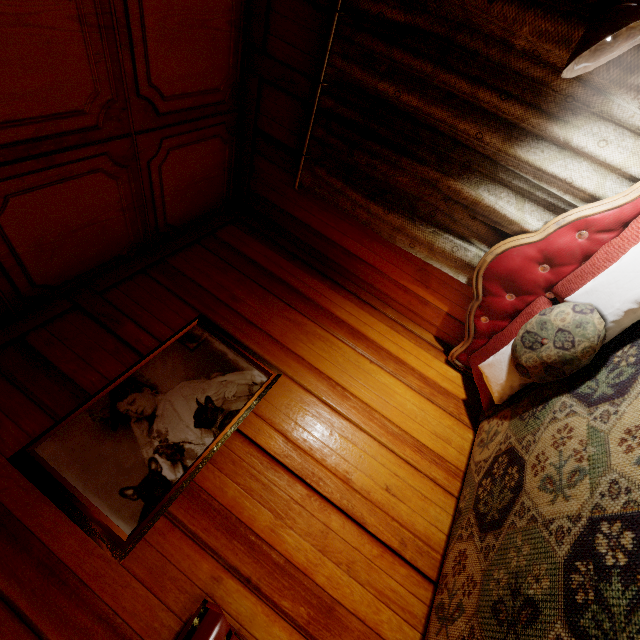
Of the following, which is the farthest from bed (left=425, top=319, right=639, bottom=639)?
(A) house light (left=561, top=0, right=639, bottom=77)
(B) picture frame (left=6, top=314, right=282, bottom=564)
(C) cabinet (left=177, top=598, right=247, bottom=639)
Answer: (B) picture frame (left=6, top=314, right=282, bottom=564)

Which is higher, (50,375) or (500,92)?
(50,375)

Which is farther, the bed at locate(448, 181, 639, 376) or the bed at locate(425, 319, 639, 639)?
the bed at locate(448, 181, 639, 376)

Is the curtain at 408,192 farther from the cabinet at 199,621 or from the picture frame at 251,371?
the cabinet at 199,621

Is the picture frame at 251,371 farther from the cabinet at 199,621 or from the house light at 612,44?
the house light at 612,44

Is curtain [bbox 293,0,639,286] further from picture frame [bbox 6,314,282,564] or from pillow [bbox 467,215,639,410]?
picture frame [bbox 6,314,282,564]

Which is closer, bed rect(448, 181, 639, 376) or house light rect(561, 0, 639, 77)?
house light rect(561, 0, 639, 77)

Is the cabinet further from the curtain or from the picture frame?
the curtain
